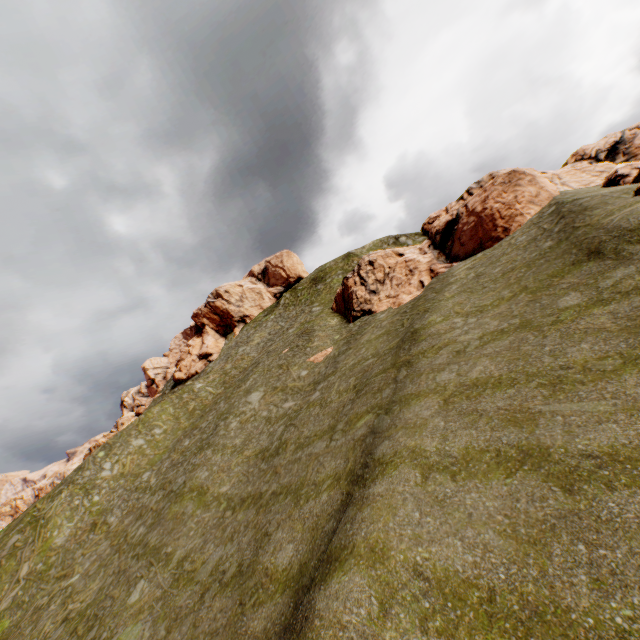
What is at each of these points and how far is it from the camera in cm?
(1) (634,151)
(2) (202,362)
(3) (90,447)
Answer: (1) rock, 4288
(2) rock, 5981
(3) rock, 5684

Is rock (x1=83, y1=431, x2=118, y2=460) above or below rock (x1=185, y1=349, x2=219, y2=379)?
below

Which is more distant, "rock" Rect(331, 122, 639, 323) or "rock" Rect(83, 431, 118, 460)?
"rock" Rect(83, 431, 118, 460)

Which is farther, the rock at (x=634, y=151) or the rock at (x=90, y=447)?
the rock at (x=90, y=447)

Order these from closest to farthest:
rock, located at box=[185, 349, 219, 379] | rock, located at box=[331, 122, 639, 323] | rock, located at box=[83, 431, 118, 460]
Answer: rock, located at box=[331, 122, 639, 323], rock, located at box=[83, 431, 118, 460], rock, located at box=[185, 349, 219, 379]

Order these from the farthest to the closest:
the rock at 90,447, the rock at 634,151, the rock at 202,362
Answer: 1. the rock at 202,362
2. the rock at 90,447
3. the rock at 634,151
